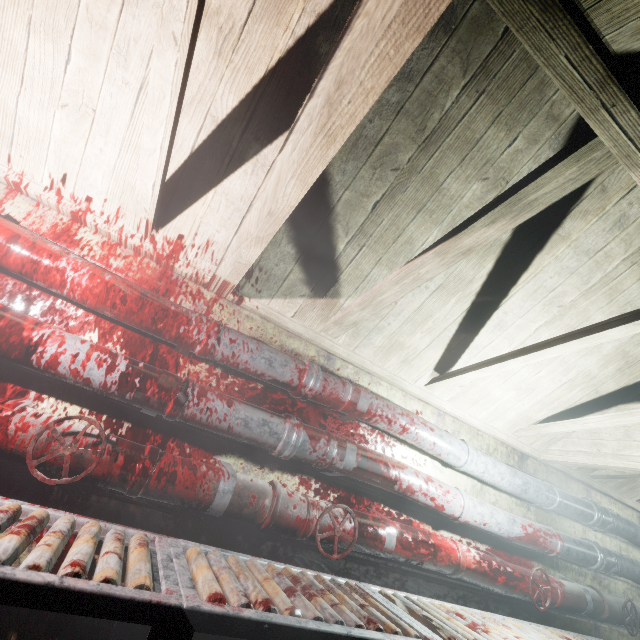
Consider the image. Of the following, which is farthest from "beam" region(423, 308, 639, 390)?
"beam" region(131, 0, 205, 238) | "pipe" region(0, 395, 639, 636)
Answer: "pipe" region(0, 395, 639, 636)

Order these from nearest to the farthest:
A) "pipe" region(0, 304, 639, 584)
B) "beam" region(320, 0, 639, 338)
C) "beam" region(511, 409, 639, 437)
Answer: "beam" region(320, 0, 639, 338) < "pipe" region(0, 304, 639, 584) < "beam" region(511, 409, 639, 437)

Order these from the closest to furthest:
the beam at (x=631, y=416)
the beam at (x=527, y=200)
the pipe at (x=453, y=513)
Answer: the beam at (x=527, y=200), the pipe at (x=453, y=513), the beam at (x=631, y=416)

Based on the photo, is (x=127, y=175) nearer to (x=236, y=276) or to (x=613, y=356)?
(x=236, y=276)

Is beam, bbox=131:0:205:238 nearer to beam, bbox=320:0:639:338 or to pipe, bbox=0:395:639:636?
beam, bbox=320:0:639:338

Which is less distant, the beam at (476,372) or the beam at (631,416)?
the beam at (476,372)

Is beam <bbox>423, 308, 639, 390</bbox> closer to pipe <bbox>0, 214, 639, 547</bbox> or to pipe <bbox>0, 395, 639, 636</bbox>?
pipe <bbox>0, 214, 639, 547</bbox>
